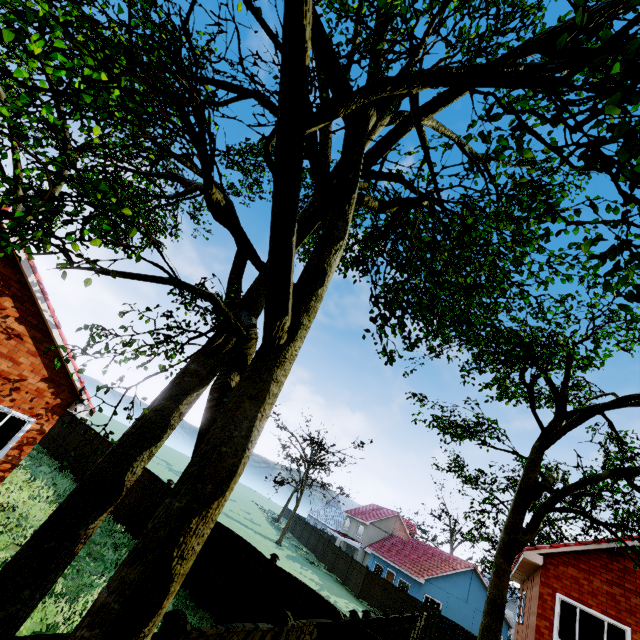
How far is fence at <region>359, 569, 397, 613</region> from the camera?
27.2m

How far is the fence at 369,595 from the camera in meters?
27.2 m

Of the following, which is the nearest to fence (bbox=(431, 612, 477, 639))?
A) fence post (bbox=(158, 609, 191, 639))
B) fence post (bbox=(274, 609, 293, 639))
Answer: fence post (bbox=(274, 609, 293, 639))

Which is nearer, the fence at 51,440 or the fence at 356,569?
the fence at 51,440

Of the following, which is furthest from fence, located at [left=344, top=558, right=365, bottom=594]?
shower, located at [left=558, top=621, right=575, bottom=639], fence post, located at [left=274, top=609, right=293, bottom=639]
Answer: shower, located at [left=558, top=621, right=575, bottom=639]

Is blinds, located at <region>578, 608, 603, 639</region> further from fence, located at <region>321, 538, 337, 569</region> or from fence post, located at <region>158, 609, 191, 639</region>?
fence post, located at <region>158, 609, 191, 639</region>

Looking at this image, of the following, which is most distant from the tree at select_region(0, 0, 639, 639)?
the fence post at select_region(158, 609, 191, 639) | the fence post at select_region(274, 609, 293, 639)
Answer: the fence post at select_region(158, 609, 191, 639)

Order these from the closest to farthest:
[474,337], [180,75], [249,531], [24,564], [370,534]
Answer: [24,564], [180,75], [474,337], [249,531], [370,534]
